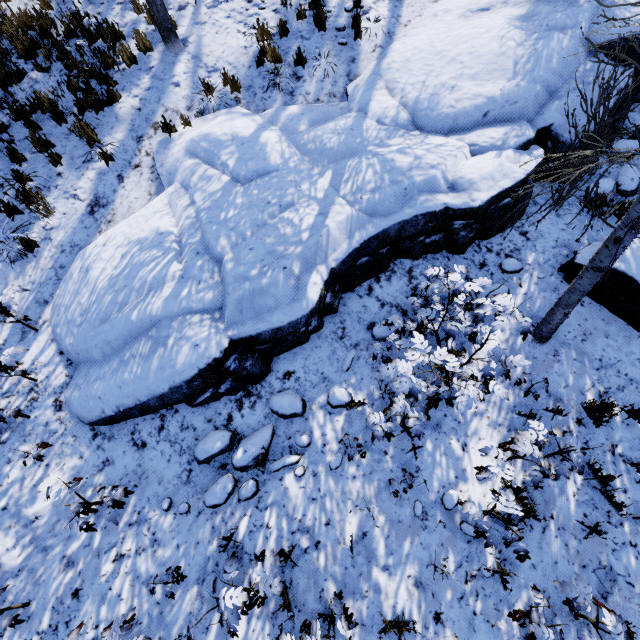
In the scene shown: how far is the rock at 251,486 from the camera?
4.2 meters

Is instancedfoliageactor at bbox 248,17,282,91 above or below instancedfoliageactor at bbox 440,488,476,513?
above

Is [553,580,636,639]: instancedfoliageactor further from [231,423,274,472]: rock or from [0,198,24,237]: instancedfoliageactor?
[231,423,274,472]: rock

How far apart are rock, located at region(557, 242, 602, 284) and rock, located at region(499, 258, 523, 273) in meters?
0.6 m

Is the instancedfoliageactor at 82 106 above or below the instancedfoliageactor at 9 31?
below

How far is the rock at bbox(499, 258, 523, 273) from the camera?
5.3m

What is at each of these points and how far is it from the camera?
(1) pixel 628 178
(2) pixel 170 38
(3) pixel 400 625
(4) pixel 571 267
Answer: (1) rock, 5.6 meters
(2) instancedfoliageactor, 7.0 meters
(3) instancedfoliageactor, 3.4 meters
(4) rock, 5.0 meters

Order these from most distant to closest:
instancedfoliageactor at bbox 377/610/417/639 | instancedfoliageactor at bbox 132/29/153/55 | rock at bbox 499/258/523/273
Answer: instancedfoliageactor at bbox 132/29/153/55 → rock at bbox 499/258/523/273 → instancedfoliageactor at bbox 377/610/417/639
